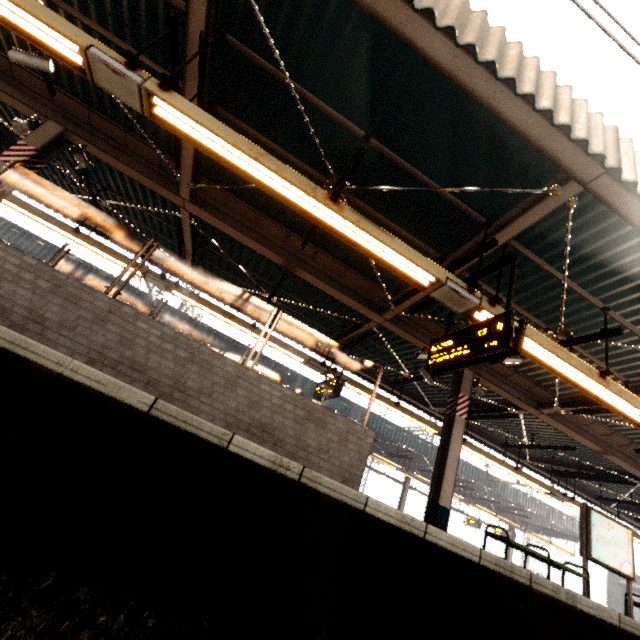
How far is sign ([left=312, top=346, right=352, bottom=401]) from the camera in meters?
8.5 m

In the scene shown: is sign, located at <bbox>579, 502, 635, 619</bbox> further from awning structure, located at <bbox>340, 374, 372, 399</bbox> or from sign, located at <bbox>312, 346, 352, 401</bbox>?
sign, located at <bbox>312, 346, 352, 401</bbox>

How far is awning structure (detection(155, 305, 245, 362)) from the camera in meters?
15.6

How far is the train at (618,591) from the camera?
20.57m

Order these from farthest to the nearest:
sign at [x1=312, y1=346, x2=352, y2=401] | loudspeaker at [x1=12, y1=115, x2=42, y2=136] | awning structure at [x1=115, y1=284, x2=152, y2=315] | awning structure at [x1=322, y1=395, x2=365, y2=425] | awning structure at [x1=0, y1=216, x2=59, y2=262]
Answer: awning structure at [x1=322, y1=395, x2=365, y2=425] < awning structure at [x1=115, y1=284, x2=152, y2=315] < awning structure at [x1=0, y1=216, x2=59, y2=262] < sign at [x1=312, y1=346, x2=352, y2=401] < loudspeaker at [x1=12, y1=115, x2=42, y2=136]

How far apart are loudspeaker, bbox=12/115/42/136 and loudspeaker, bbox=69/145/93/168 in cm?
59

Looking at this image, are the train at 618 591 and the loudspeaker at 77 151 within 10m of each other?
no

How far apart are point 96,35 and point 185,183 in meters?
2.2 m
